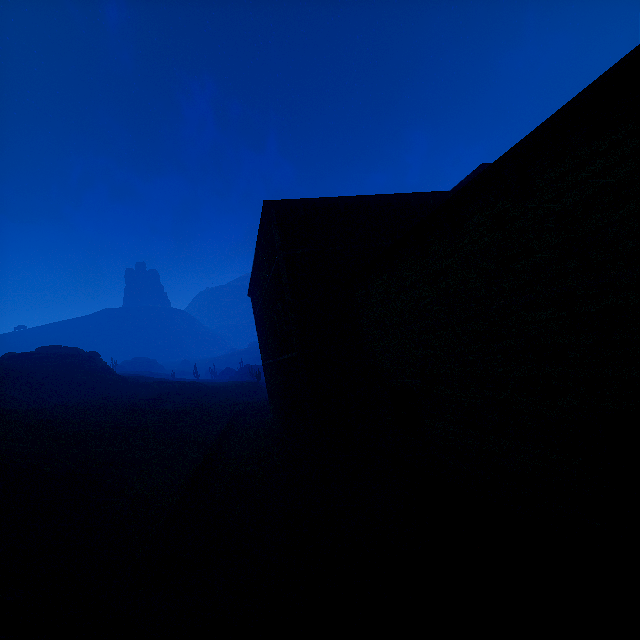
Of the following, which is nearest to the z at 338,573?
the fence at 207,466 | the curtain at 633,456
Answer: the fence at 207,466

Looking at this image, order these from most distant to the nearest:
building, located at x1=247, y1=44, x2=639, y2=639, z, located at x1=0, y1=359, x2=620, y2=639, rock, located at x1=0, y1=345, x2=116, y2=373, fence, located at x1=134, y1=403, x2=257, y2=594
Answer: rock, located at x1=0, y1=345, x2=116, y2=373
fence, located at x1=134, y1=403, x2=257, y2=594
z, located at x1=0, y1=359, x2=620, y2=639
building, located at x1=247, y1=44, x2=639, y2=639

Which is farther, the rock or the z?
the rock

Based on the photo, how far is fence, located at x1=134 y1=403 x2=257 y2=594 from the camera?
8.0 meters

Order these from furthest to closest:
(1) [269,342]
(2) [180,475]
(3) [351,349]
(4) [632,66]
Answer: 1. (1) [269,342]
2. (2) [180,475]
3. (3) [351,349]
4. (4) [632,66]

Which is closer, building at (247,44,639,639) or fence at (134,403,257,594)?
building at (247,44,639,639)

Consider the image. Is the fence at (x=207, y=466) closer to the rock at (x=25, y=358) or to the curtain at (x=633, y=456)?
the curtain at (x=633, y=456)

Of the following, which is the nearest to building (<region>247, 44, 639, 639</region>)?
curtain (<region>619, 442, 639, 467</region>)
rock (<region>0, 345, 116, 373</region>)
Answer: curtain (<region>619, 442, 639, 467</region>)
